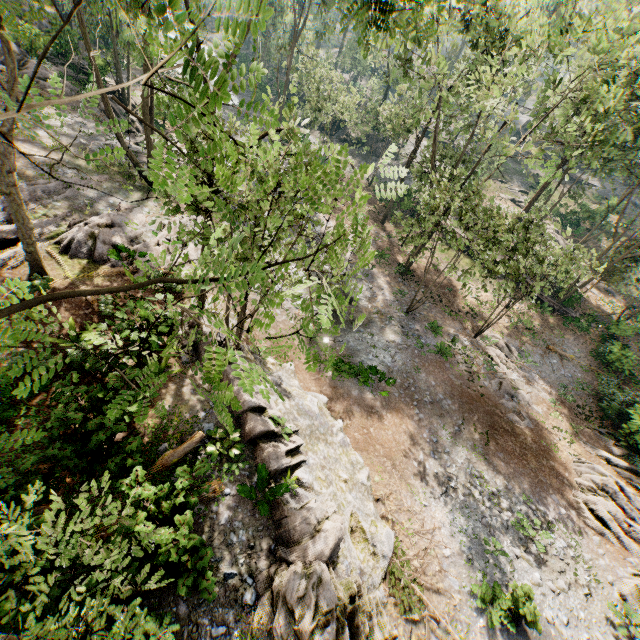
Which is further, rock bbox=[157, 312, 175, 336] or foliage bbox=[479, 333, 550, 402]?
foliage bbox=[479, 333, 550, 402]

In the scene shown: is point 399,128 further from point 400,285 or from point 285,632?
point 285,632

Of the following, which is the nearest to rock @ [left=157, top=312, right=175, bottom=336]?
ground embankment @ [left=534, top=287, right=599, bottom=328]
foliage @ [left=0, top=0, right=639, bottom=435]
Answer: foliage @ [left=0, top=0, right=639, bottom=435]

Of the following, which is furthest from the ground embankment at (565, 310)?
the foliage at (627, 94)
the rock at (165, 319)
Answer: the rock at (165, 319)

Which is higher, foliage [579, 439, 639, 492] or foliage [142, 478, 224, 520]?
foliage [142, 478, 224, 520]

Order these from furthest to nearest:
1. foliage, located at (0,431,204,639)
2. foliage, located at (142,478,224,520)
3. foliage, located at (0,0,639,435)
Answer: foliage, located at (142,478,224,520)
foliage, located at (0,431,204,639)
foliage, located at (0,0,639,435)

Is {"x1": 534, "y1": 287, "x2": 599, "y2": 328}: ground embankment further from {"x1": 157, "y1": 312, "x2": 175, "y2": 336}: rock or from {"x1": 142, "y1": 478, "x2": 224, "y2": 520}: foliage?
{"x1": 157, "y1": 312, "x2": 175, "y2": 336}: rock

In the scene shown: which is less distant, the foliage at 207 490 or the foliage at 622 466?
the foliage at 207 490
